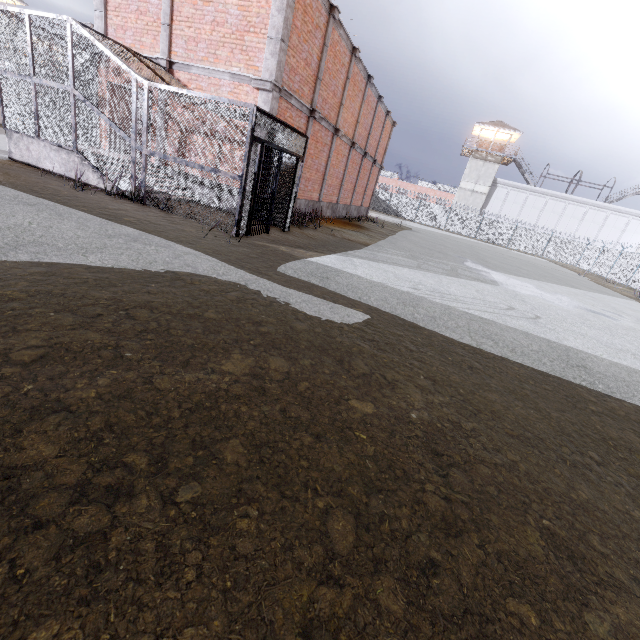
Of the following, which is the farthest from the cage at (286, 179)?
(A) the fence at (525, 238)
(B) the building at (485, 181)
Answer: (B) the building at (485, 181)

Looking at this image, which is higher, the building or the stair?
the building

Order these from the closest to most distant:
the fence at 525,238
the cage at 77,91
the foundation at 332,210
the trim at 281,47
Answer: the cage at 77,91
the trim at 281,47
the foundation at 332,210
the fence at 525,238

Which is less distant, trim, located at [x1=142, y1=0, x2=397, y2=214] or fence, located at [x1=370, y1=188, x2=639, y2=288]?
trim, located at [x1=142, y1=0, x2=397, y2=214]

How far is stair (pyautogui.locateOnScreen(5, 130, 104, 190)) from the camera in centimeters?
912cm

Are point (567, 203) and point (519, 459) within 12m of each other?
no

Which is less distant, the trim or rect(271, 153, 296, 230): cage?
the trim

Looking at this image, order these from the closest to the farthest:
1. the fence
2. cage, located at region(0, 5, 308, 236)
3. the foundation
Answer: cage, located at region(0, 5, 308, 236) < the foundation < the fence
